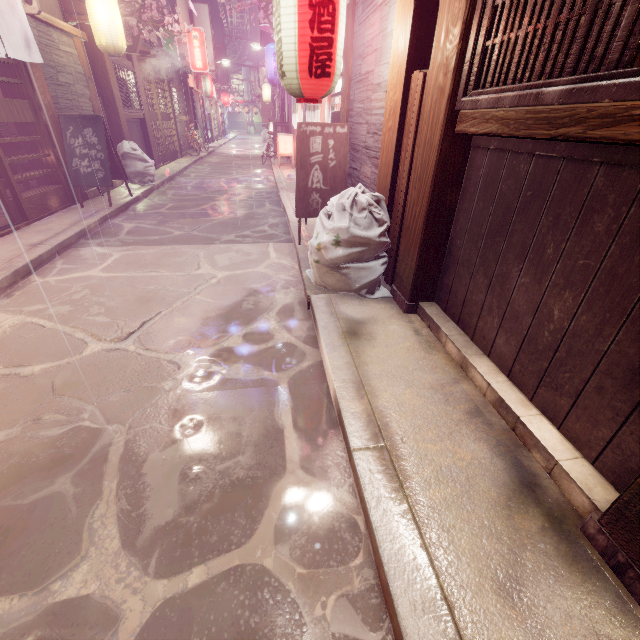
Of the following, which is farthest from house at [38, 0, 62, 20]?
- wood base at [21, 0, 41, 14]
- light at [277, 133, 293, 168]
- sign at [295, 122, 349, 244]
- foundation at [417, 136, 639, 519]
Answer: light at [277, 133, 293, 168]

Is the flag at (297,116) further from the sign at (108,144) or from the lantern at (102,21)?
the sign at (108,144)

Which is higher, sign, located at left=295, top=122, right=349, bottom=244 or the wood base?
the wood base

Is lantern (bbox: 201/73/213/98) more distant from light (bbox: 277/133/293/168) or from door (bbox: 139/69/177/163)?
light (bbox: 277/133/293/168)

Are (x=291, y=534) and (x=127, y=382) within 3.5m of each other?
yes

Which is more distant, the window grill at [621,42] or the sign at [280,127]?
the sign at [280,127]

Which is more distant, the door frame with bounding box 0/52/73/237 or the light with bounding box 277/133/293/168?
the light with bounding box 277/133/293/168

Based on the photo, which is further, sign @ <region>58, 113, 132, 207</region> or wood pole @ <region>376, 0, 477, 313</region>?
sign @ <region>58, 113, 132, 207</region>
